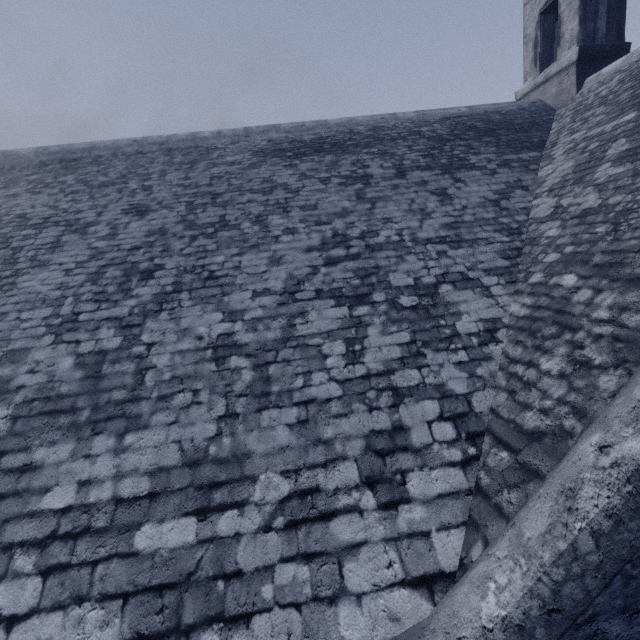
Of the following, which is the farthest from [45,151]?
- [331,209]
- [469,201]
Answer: [469,201]
